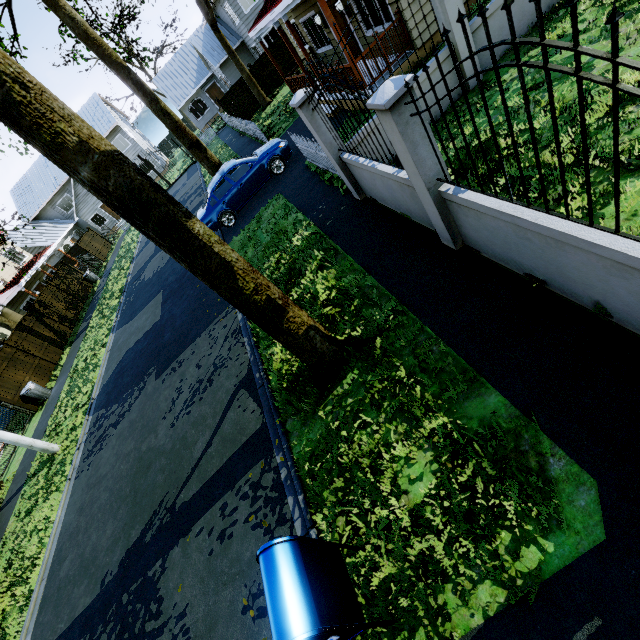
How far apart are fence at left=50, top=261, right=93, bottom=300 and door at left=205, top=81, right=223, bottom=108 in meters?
24.8

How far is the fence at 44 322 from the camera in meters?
16.6

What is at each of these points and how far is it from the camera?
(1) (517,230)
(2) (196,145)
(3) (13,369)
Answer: (1) fence, 3.5 meters
(2) tree, 17.0 meters
(3) fence, 15.1 meters

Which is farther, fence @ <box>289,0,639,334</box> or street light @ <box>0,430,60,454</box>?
street light @ <box>0,430,60,454</box>

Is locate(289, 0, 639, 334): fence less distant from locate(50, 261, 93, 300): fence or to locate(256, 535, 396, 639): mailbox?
locate(50, 261, 93, 300): fence

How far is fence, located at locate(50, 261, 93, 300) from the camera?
21.8 meters

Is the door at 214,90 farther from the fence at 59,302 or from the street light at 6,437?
the street light at 6,437

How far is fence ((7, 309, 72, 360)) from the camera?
16.6 meters
